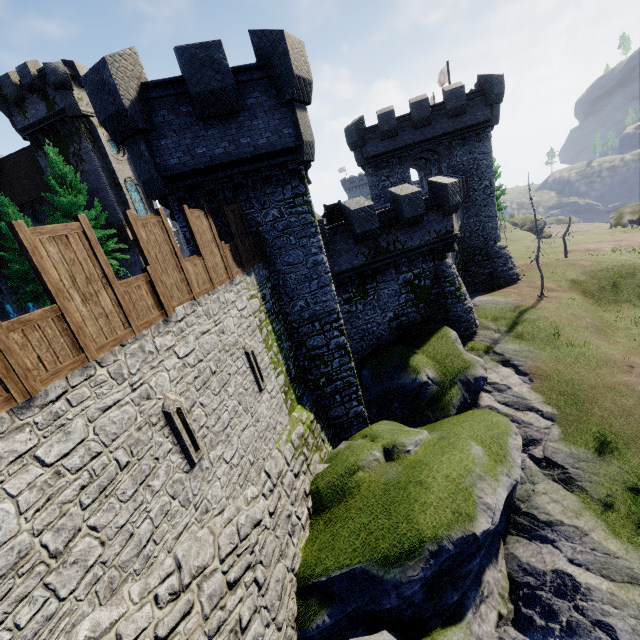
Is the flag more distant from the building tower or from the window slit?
the window slit

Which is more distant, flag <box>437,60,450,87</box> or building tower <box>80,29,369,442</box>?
flag <box>437,60,450,87</box>

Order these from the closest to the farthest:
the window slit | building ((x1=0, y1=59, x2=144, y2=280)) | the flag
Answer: the window slit → building ((x1=0, y1=59, x2=144, y2=280)) → the flag

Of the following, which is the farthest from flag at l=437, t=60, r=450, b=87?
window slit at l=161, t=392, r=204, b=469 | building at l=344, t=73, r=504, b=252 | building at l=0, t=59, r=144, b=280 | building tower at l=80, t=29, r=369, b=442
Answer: window slit at l=161, t=392, r=204, b=469

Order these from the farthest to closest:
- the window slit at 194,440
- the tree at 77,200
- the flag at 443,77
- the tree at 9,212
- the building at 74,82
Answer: the flag at 443,77 < the building at 74,82 < the tree at 9,212 < the tree at 77,200 < the window slit at 194,440

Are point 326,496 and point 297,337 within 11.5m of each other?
yes

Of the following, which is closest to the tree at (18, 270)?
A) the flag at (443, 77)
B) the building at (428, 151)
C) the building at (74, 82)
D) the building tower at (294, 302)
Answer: the building at (74, 82)

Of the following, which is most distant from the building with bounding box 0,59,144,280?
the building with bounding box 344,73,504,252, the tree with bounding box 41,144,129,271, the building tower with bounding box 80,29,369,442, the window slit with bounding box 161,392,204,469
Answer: the window slit with bounding box 161,392,204,469
